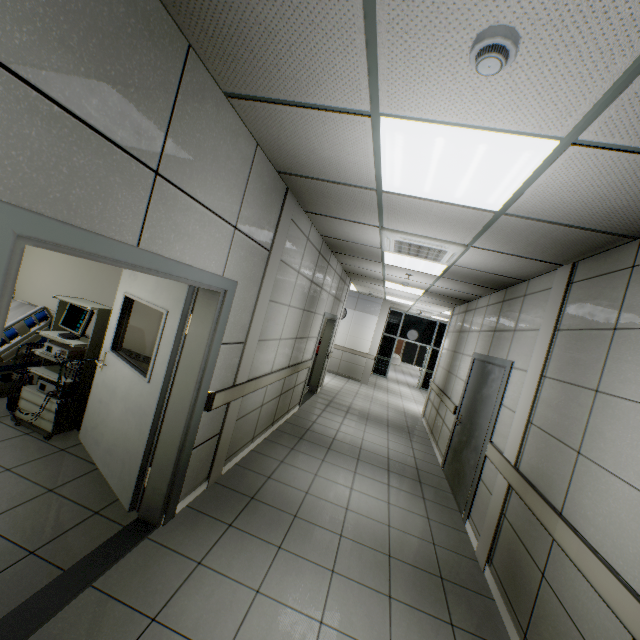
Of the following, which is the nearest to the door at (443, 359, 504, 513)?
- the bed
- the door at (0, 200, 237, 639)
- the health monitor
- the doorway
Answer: the door at (0, 200, 237, 639)

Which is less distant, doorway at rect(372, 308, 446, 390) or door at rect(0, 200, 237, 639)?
door at rect(0, 200, 237, 639)

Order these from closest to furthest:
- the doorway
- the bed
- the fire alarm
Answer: the fire alarm < the bed < the doorway

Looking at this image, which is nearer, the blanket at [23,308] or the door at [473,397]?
the blanket at [23,308]

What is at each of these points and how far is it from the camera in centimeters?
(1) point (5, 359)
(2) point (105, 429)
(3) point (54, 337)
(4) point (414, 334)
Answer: (1) bed, 345cm
(2) door, 325cm
(3) health monitor, 350cm
(4) doorway, 1512cm

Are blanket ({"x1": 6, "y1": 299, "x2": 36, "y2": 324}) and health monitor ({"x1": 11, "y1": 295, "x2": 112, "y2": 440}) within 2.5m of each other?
yes

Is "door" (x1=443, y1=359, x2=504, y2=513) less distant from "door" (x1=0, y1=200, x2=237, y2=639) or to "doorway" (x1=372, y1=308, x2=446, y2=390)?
"door" (x1=0, y1=200, x2=237, y2=639)

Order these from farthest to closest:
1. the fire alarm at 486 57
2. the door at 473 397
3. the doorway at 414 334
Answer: the doorway at 414 334 → the door at 473 397 → the fire alarm at 486 57
